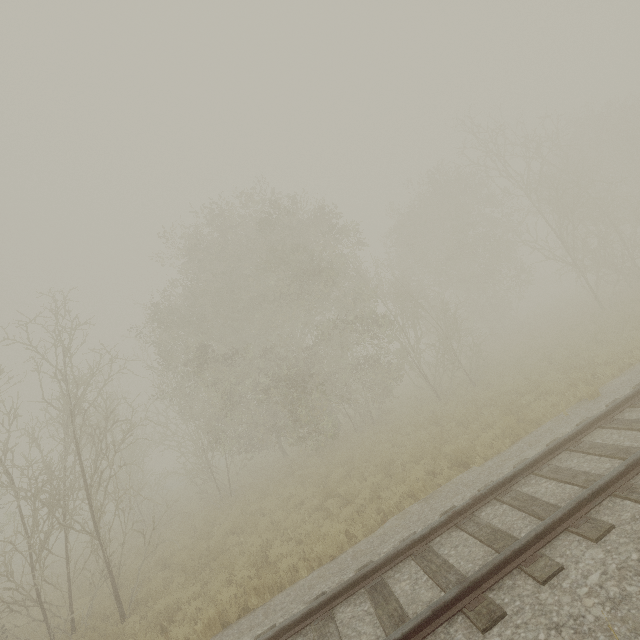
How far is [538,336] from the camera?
21.1m
